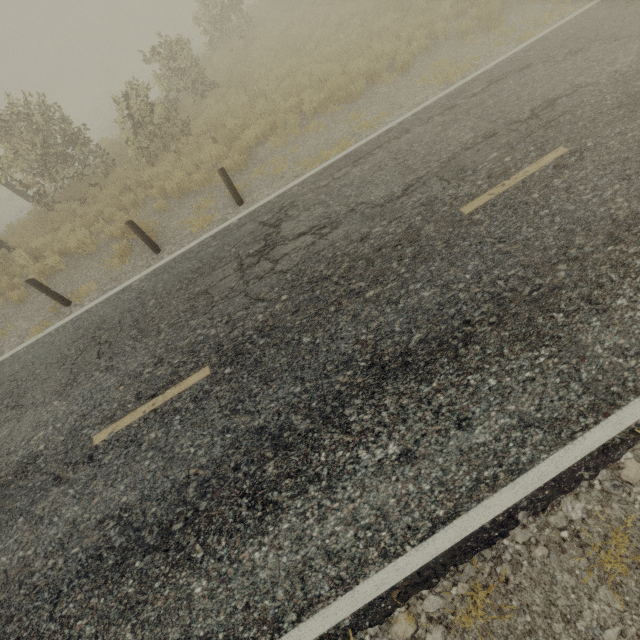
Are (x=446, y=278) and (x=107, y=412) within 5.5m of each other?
no
